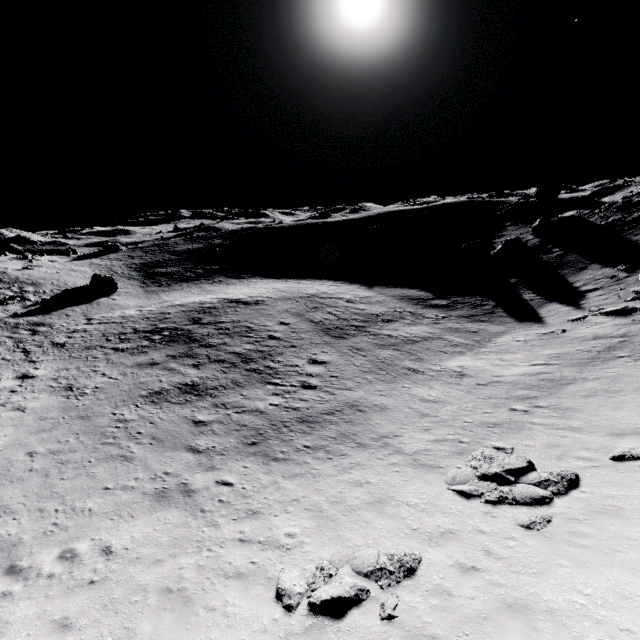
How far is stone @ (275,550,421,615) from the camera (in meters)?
7.03

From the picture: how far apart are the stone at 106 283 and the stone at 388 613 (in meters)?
46.96

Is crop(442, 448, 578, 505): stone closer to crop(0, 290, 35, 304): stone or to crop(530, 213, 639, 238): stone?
crop(530, 213, 639, 238): stone

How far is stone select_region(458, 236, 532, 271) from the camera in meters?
36.3 m

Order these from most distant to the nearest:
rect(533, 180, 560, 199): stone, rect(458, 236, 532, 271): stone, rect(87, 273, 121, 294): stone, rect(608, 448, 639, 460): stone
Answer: rect(533, 180, 560, 199): stone → rect(87, 273, 121, 294): stone → rect(458, 236, 532, 271): stone → rect(608, 448, 639, 460): stone

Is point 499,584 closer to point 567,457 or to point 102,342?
point 567,457

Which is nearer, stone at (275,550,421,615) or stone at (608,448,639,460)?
stone at (275,550,421,615)

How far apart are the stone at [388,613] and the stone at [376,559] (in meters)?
0.16
